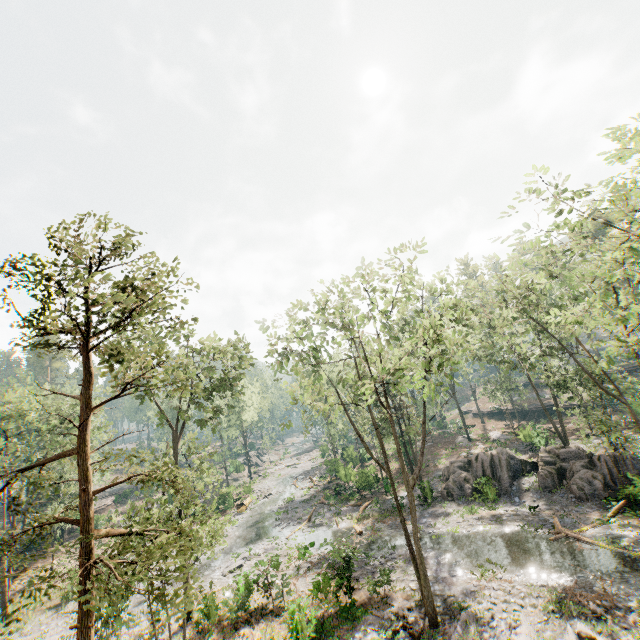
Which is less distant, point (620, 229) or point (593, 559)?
point (620, 229)

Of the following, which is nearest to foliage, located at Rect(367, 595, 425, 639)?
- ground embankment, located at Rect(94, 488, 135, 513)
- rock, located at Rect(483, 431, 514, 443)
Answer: ground embankment, located at Rect(94, 488, 135, 513)

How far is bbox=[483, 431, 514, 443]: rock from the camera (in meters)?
41.41

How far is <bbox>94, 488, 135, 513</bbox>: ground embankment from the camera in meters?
47.2 m

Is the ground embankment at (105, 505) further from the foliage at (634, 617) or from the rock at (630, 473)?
the rock at (630, 473)

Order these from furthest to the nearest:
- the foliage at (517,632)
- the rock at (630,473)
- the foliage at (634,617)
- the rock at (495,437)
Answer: the rock at (495,437) < the rock at (630,473) < the foliage at (517,632) < the foliage at (634,617)

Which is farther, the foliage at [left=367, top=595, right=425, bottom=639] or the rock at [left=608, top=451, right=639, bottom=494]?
Result: the rock at [left=608, top=451, right=639, bottom=494]

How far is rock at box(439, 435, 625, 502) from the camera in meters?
23.6
